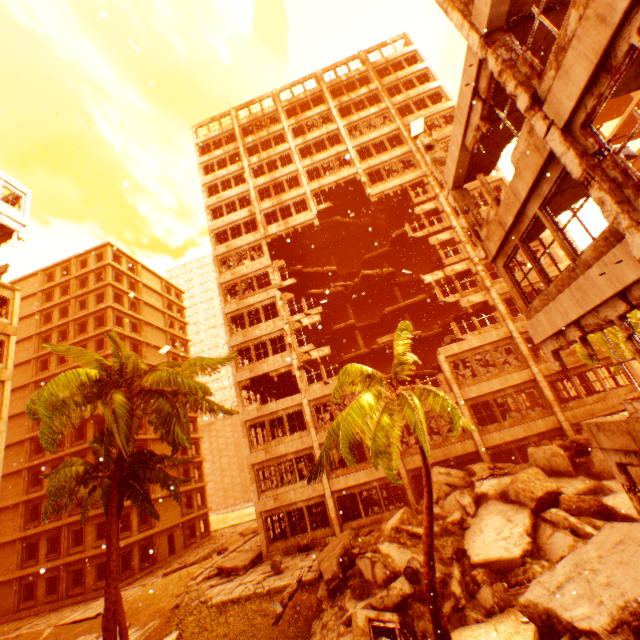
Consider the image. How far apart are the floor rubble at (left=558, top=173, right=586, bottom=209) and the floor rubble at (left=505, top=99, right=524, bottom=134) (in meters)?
2.68

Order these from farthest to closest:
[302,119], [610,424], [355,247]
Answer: [355,247]
[302,119]
[610,424]

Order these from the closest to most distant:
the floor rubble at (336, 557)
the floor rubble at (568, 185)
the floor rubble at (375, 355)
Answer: the floor rubble at (568, 185) → the floor rubble at (336, 557) → the floor rubble at (375, 355)

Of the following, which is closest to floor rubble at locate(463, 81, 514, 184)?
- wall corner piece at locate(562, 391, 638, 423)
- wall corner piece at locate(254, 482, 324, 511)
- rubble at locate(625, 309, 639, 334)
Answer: rubble at locate(625, 309, 639, 334)

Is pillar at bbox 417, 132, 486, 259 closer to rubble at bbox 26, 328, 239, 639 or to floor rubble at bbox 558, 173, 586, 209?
floor rubble at bbox 558, 173, 586, 209

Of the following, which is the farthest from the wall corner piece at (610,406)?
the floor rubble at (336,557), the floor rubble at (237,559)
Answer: the floor rubble at (237,559)

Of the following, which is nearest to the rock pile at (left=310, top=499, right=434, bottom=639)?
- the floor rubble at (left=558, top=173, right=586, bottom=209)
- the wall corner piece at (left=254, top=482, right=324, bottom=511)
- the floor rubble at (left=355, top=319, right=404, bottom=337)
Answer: the wall corner piece at (left=254, top=482, right=324, bottom=511)
